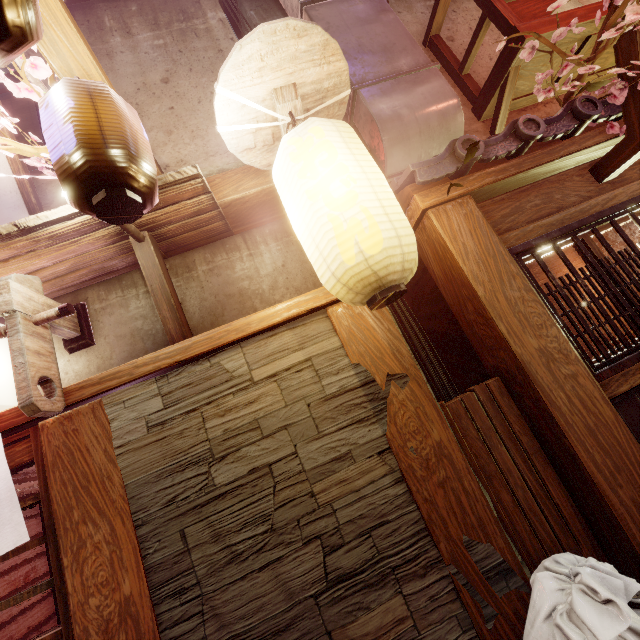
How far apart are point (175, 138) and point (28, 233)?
3.06m

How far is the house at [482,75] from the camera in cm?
838

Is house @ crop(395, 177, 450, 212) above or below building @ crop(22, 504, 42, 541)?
above

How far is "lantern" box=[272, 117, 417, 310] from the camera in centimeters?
288cm

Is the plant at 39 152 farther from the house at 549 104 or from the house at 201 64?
the house at 549 104

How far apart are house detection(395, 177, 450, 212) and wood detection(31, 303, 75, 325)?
4.74m

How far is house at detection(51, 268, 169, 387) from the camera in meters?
4.5

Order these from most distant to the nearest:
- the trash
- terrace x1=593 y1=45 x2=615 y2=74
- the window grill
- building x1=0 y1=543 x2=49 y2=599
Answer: building x1=0 y1=543 x2=49 y2=599
terrace x1=593 y1=45 x2=615 y2=74
the window grill
the trash
